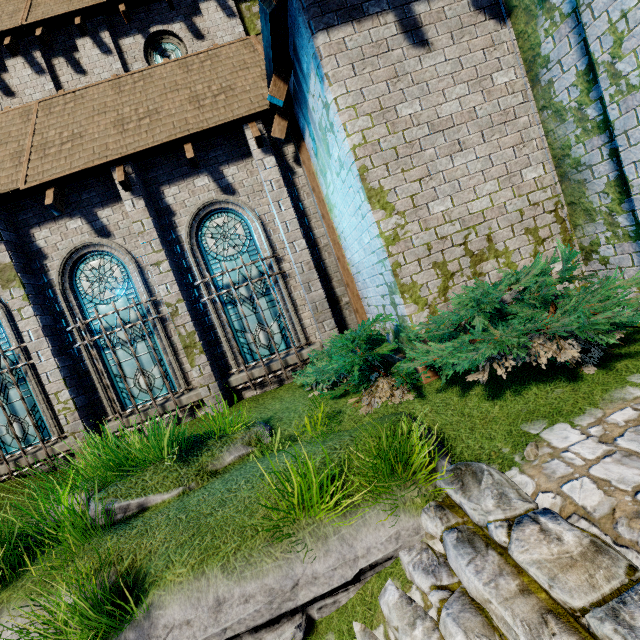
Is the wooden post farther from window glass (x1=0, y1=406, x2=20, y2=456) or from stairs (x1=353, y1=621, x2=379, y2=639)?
window glass (x1=0, y1=406, x2=20, y2=456)

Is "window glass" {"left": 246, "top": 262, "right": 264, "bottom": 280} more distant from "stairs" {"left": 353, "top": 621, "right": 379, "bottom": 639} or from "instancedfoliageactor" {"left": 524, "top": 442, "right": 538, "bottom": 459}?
"instancedfoliageactor" {"left": 524, "top": 442, "right": 538, "bottom": 459}

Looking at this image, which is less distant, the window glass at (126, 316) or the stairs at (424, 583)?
the stairs at (424, 583)

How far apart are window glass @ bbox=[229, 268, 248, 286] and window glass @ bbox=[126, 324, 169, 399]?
1.5m

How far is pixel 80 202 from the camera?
7.2 meters

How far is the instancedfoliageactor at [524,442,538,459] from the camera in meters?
2.9

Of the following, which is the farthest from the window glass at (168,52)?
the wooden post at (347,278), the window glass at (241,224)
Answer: the window glass at (241,224)

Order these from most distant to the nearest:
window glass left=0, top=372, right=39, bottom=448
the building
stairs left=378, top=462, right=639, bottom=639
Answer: window glass left=0, top=372, right=39, bottom=448
the building
stairs left=378, top=462, right=639, bottom=639
